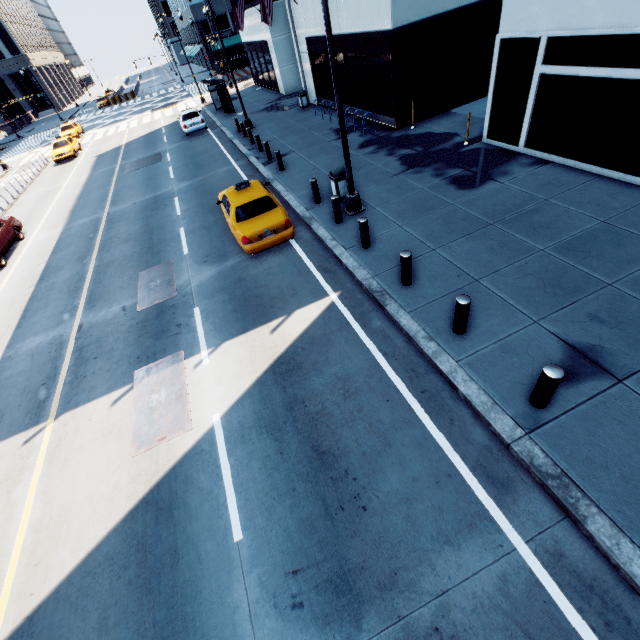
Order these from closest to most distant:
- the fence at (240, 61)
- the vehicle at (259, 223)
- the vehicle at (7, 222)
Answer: the vehicle at (259, 223) < the vehicle at (7, 222) < the fence at (240, 61)

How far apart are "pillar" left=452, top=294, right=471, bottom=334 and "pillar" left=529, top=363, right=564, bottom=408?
1.6m

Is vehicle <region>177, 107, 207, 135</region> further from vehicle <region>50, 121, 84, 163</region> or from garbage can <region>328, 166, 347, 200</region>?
garbage can <region>328, 166, 347, 200</region>

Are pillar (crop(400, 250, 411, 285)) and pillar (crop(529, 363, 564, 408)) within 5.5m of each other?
yes

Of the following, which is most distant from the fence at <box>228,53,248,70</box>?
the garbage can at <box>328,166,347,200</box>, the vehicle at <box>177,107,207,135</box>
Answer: the garbage can at <box>328,166,347,200</box>

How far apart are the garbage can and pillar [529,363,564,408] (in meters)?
8.98

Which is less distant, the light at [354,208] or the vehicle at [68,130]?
the light at [354,208]

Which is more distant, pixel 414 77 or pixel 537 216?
pixel 414 77
